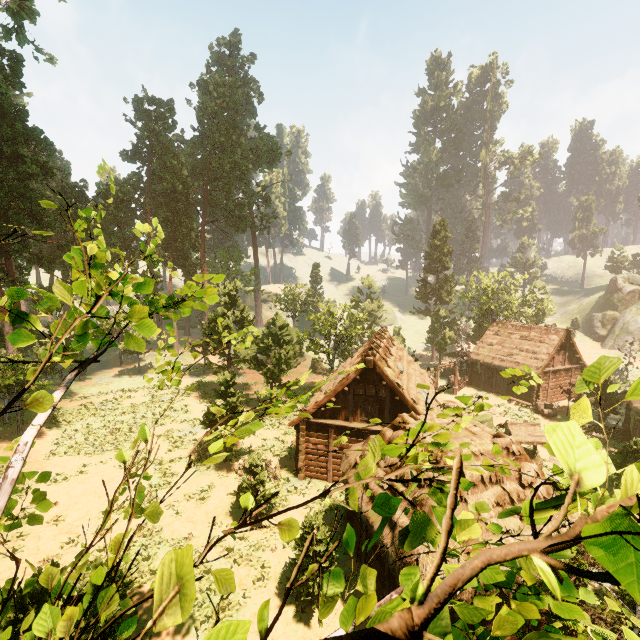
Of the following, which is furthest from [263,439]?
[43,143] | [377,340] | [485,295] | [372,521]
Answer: [485,295]

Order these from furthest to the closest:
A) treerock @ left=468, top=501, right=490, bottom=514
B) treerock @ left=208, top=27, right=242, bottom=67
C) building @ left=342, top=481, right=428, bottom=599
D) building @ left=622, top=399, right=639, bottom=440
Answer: treerock @ left=208, top=27, right=242, bottom=67, building @ left=622, top=399, right=639, bottom=440, building @ left=342, top=481, right=428, bottom=599, treerock @ left=468, top=501, right=490, bottom=514

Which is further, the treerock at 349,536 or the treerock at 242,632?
the treerock at 349,536

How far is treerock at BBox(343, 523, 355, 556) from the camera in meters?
3.7

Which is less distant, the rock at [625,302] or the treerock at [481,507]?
the treerock at [481,507]

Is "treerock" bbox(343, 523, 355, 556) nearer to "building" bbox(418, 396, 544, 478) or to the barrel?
"building" bbox(418, 396, 544, 478)

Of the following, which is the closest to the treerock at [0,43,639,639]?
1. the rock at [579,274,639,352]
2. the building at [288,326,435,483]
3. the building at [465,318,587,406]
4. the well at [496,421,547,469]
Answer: the building at [288,326,435,483]
